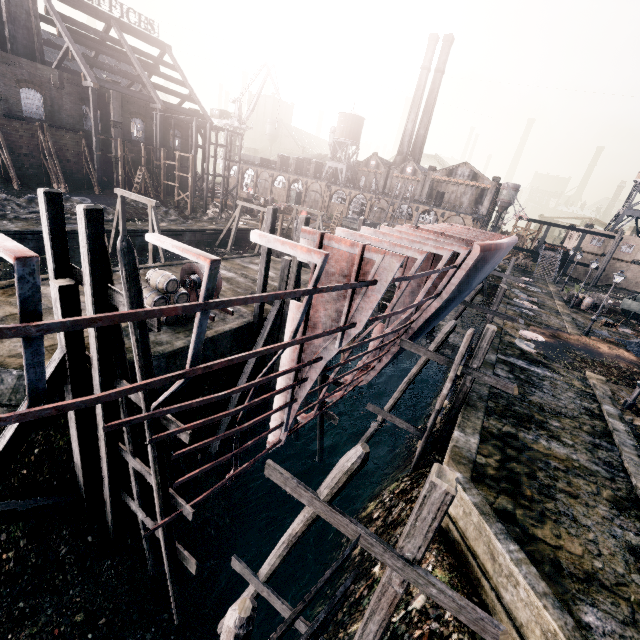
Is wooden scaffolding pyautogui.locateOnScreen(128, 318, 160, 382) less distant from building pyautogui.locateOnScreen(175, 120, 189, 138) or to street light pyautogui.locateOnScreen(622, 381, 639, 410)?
street light pyautogui.locateOnScreen(622, 381, 639, 410)

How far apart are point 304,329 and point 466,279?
8.8m

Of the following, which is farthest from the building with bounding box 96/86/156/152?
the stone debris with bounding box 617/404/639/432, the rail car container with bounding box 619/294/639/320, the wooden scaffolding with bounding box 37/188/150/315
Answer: the wooden scaffolding with bounding box 37/188/150/315

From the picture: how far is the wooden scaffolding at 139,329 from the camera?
7.72m

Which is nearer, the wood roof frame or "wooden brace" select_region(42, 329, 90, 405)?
"wooden brace" select_region(42, 329, 90, 405)

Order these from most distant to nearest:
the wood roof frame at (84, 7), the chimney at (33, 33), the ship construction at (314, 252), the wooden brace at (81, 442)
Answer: the wood roof frame at (84, 7) < the chimney at (33, 33) < the wooden brace at (81, 442) < the ship construction at (314, 252)

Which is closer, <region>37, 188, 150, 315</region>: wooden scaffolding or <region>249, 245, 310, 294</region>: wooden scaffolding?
<region>37, 188, 150, 315</region>: wooden scaffolding

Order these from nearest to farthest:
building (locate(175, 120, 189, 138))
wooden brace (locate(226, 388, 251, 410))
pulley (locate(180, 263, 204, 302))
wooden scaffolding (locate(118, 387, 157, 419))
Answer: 1. wooden scaffolding (locate(118, 387, 157, 419))
2. wooden brace (locate(226, 388, 251, 410))
3. pulley (locate(180, 263, 204, 302))
4. building (locate(175, 120, 189, 138))
